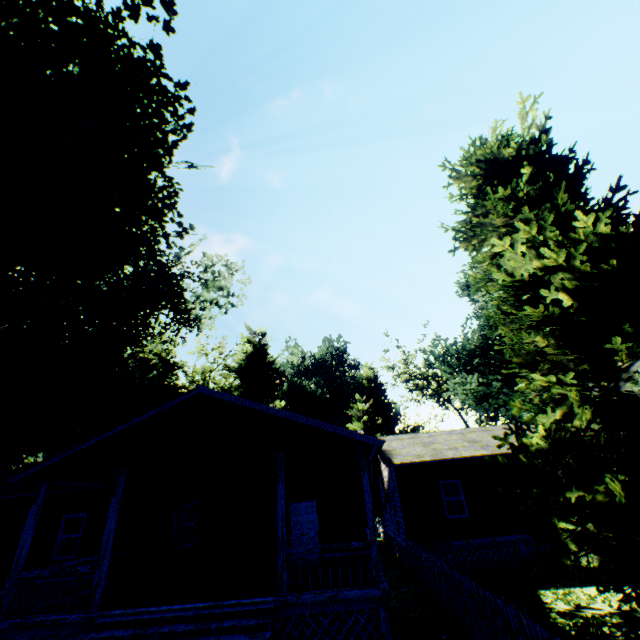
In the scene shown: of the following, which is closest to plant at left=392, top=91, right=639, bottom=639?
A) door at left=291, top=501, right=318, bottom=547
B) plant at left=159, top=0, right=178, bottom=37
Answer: plant at left=159, top=0, right=178, bottom=37

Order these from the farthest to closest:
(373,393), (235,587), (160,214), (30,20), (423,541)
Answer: (373,393), (160,214), (423,541), (30,20), (235,587)

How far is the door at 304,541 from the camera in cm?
1280

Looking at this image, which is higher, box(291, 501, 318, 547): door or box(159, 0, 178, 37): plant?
box(159, 0, 178, 37): plant

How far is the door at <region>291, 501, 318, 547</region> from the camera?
12.8m

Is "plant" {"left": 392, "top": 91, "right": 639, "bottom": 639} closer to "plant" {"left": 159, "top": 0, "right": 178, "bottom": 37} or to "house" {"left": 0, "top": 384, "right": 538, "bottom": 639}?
"house" {"left": 0, "top": 384, "right": 538, "bottom": 639}

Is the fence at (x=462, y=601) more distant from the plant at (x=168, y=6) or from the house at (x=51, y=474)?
the plant at (x=168, y=6)

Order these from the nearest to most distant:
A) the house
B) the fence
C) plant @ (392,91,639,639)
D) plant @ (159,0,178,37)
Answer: the fence, plant @ (392,91,639,639), the house, plant @ (159,0,178,37)
